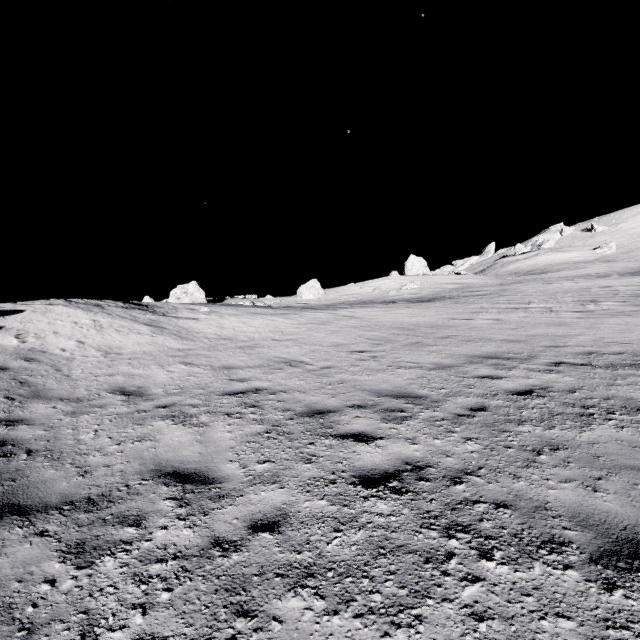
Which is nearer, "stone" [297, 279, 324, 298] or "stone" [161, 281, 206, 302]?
"stone" [161, 281, 206, 302]

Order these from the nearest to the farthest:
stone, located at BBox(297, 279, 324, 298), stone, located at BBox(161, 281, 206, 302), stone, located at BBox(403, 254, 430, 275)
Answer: stone, located at BBox(161, 281, 206, 302) → stone, located at BBox(297, 279, 324, 298) → stone, located at BBox(403, 254, 430, 275)

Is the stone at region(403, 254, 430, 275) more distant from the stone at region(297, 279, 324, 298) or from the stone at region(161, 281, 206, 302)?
the stone at region(161, 281, 206, 302)

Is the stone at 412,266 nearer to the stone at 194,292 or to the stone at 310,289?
the stone at 310,289

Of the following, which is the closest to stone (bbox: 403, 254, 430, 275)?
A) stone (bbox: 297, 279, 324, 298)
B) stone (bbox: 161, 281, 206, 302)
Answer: stone (bbox: 297, 279, 324, 298)

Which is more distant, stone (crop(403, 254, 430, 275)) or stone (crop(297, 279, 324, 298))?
stone (crop(403, 254, 430, 275))

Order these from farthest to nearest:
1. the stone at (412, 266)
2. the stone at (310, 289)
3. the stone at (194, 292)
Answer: the stone at (412, 266), the stone at (310, 289), the stone at (194, 292)

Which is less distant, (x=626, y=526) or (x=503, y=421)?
(x=626, y=526)
